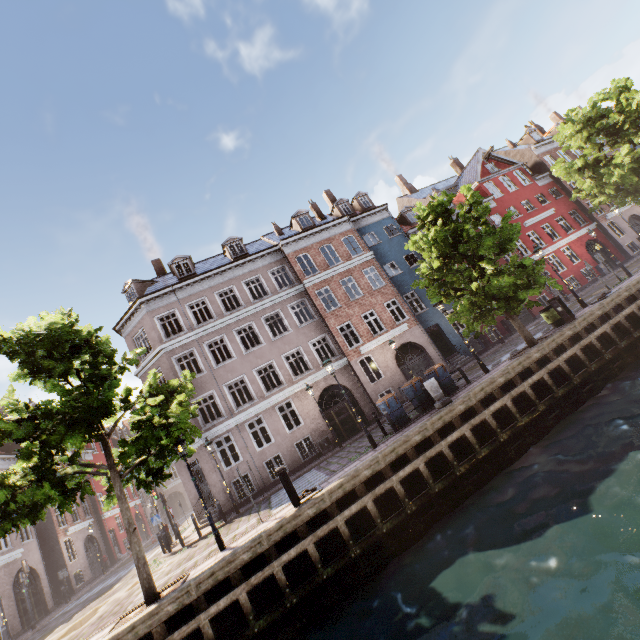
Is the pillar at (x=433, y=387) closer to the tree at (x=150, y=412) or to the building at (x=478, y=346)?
the tree at (x=150, y=412)

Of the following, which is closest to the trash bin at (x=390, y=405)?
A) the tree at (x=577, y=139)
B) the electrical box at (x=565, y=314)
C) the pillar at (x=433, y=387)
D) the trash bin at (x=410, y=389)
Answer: the trash bin at (x=410, y=389)

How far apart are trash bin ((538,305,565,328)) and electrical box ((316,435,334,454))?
12.9 meters

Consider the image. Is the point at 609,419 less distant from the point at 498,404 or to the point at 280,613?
the point at 498,404

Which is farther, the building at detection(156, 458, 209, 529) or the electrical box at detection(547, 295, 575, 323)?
the building at detection(156, 458, 209, 529)

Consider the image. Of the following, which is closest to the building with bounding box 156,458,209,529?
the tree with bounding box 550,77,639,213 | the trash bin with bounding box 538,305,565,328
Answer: the tree with bounding box 550,77,639,213

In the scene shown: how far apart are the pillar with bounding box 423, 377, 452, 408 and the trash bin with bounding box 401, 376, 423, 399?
0.9 meters

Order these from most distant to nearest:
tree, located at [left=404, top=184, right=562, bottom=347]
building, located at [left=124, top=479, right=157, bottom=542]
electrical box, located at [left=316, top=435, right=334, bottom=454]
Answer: building, located at [left=124, top=479, right=157, bottom=542] → electrical box, located at [left=316, top=435, right=334, bottom=454] → tree, located at [left=404, top=184, right=562, bottom=347]
